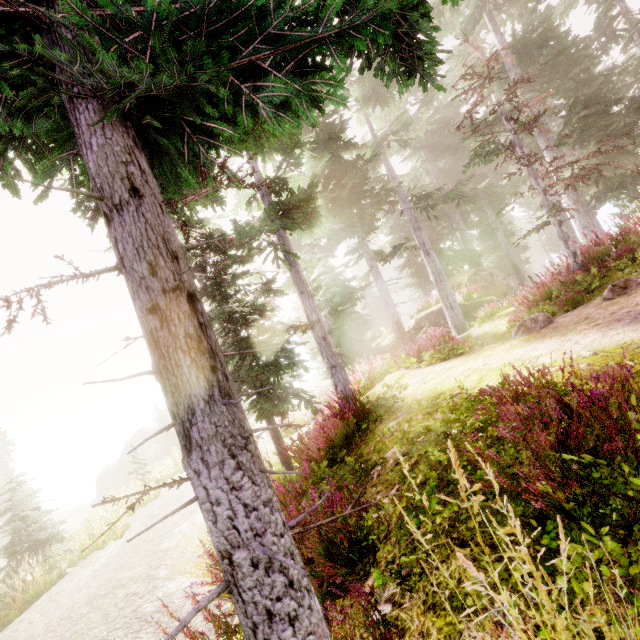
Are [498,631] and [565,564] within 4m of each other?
yes

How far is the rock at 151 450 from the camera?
39.3m

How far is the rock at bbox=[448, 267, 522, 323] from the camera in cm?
1938

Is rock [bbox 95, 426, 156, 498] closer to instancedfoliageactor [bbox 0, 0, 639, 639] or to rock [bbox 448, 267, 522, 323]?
instancedfoliageactor [bbox 0, 0, 639, 639]

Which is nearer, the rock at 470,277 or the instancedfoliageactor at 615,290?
the instancedfoliageactor at 615,290

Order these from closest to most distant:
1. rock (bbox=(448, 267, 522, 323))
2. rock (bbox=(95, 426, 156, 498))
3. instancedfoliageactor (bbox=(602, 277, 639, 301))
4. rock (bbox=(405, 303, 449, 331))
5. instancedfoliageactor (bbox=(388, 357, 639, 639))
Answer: instancedfoliageactor (bbox=(388, 357, 639, 639)) → instancedfoliageactor (bbox=(602, 277, 639, 301)) → rock (bbox=(448, 267, 522, 323)) → rock (bbox=(405, 303, 449, 331)) → rock (bbox=(95, 426, 156, 498))

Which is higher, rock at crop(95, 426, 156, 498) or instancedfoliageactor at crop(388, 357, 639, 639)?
instancedfoliageactor at crop(388, 357, 639, 639)
